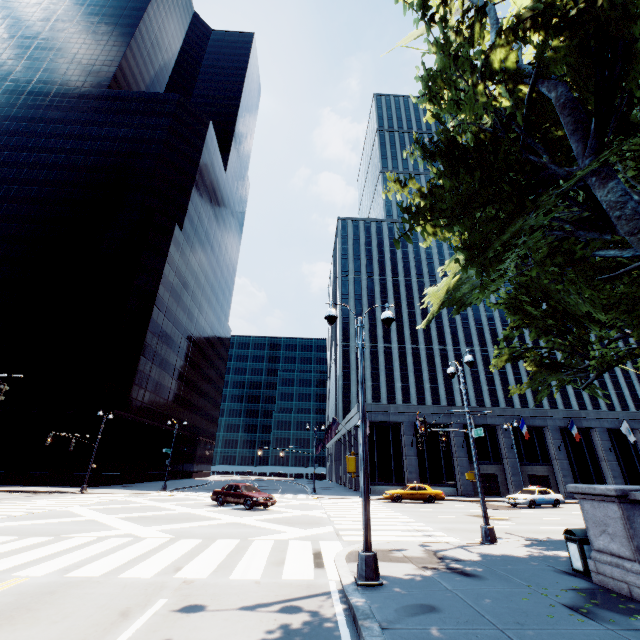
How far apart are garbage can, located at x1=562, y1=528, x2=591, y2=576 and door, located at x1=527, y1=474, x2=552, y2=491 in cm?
3548

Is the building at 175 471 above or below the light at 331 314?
below

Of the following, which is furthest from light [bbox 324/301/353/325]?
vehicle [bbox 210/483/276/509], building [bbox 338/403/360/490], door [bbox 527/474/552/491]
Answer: door [bbox 527/474/552/491]

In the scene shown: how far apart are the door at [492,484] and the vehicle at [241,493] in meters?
26.7 m

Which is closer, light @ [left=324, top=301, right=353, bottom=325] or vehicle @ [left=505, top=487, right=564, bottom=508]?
light @ [left=324, top=301, right=353, bottom=325]

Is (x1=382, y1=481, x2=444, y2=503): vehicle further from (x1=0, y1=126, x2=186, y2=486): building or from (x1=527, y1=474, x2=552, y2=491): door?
(x1=0, y1=126, x2=186, y2=486): building

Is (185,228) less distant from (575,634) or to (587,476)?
(575,634)

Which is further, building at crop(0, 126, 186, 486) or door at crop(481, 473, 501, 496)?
building at crop(0, 126, 186, 486)
